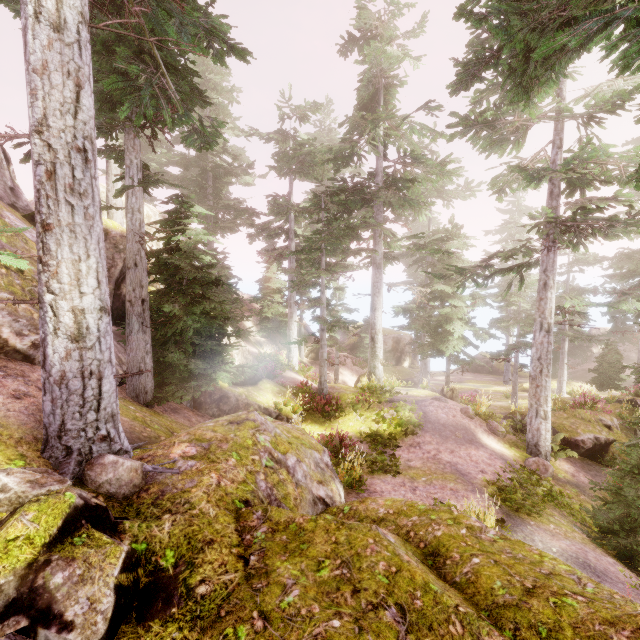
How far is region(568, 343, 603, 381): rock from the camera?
38.8 meters

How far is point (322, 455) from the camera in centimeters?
770cm

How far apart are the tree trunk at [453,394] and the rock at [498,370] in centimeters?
2333cm

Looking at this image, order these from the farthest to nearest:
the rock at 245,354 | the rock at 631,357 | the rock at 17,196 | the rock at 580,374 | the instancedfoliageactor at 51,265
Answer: the rock at 631,357 < the rock at 580,374 < the rock at 245,354 < the rock at 17,196 < the instancedfoliageactor at 51,265

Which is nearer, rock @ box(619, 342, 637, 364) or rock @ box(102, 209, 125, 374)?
rock @ box(102, 209, 125, 374)

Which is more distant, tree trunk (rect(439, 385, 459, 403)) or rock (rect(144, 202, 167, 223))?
tree trunk (rect(439, 385, 459, 403))

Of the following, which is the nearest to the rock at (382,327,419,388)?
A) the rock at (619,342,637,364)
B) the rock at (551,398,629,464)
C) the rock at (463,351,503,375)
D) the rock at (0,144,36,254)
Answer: the rock at (463,351,503,375)

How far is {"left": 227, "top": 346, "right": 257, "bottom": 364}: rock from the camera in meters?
13.2 m
